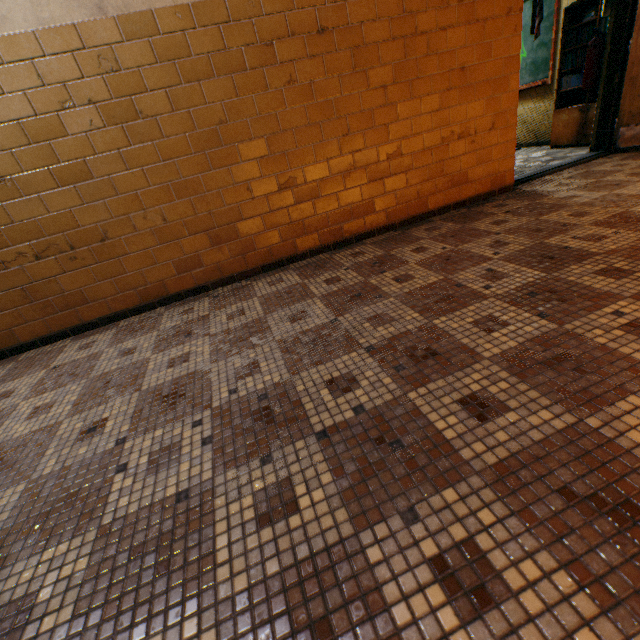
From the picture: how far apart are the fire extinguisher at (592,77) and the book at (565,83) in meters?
0.5

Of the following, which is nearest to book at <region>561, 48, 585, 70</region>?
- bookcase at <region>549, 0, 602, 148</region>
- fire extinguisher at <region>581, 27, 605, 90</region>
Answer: bookcase at <region>549, 0, 602, 148</region>

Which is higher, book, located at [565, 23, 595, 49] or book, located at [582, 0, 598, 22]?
book, located at [582, 0, 598, 22]

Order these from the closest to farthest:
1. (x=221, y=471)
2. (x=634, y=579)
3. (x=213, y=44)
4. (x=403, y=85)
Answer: (x=634, y=579), (x=221, y=471), (x=213, y=44), (x=403, y=85)

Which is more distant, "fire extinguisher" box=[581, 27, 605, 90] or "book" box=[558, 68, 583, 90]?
"book" box=[558, 68, 583, 90]

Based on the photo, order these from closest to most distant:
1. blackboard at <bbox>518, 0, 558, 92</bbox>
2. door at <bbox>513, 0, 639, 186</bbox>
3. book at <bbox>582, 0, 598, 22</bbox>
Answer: door at <bbox>513, 0, 639, 186</bbox> < book at <bbox>582, 0, 598, 22</bbox> < blackboard at <bbox>518, 0, 558, 92</bbox>

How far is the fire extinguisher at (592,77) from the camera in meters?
3.8
